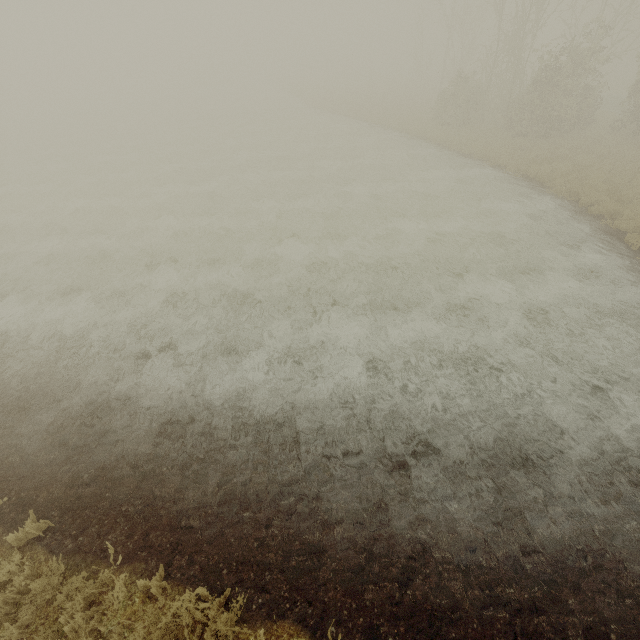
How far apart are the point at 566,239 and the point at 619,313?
4.5 meters
